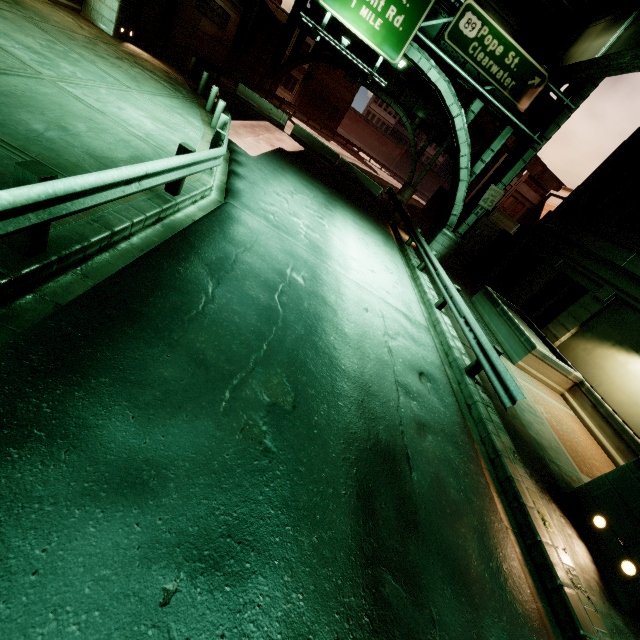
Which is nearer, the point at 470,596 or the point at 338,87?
the point at 470,596

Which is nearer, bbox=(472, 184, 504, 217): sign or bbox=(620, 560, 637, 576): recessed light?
bbox=(620, 560, 637, 576): recessed light

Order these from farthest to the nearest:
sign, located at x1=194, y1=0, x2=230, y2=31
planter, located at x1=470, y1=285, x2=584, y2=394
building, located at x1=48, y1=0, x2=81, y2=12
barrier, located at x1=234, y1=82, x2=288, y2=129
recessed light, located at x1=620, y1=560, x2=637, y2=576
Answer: barrier, located at x1=234, y1=82, x2=288, y2=129 → sign, located at x1=194, y1=0, x2=230, y2=31 → building, located at x1=48, y1=0, x2=81, y2=12 → planter, located at x1=470, y1=285, x2=584, y2=394 → recessed light, located at x1=620, y1=560, x2=637, y2=576

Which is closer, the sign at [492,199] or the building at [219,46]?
the sign at [492,199]

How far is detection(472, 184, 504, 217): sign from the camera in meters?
16.6

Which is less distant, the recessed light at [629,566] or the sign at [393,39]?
the recessed light at [629,566]

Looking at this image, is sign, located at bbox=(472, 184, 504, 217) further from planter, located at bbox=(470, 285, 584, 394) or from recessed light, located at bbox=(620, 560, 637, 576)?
recessed light, located at bbox=(620, 560, 637, 576)

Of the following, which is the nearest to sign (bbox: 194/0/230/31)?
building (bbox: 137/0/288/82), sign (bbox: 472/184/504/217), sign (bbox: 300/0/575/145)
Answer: building (bbox: 137/0/288/82)
